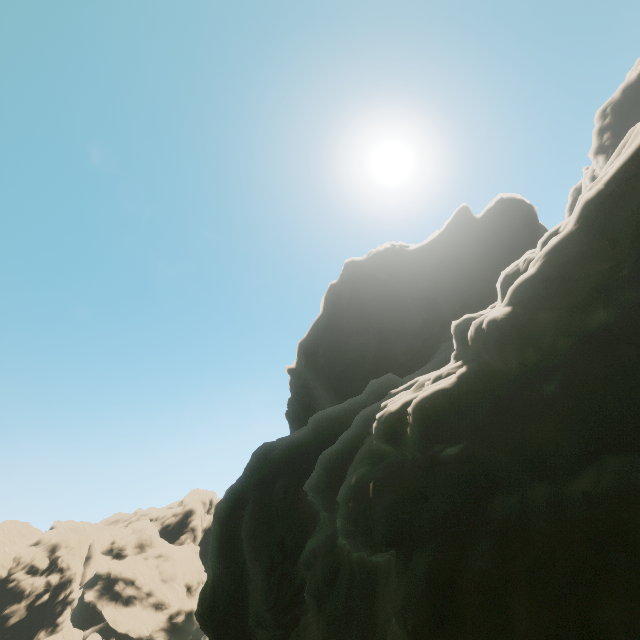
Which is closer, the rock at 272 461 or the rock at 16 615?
the rock at 272 461

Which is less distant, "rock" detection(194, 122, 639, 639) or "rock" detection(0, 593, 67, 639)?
"rock" detection(194, 122, 639, 639)

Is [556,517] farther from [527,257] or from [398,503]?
[527,257]
